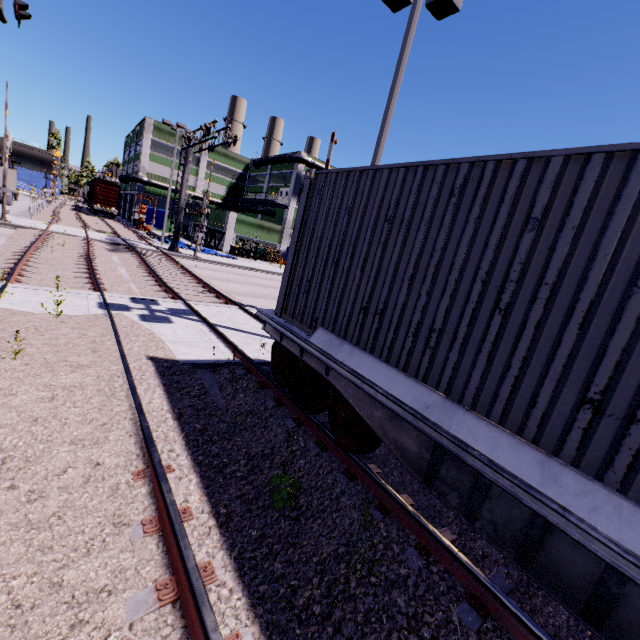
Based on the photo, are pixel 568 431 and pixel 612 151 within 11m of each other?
yes

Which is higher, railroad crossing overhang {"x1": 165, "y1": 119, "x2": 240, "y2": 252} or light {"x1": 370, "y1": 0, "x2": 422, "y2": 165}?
light {"x1": 370, "y1": 0, "x2": 422, "y2": 165}

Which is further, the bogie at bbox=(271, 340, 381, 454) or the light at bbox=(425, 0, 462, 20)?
the light at bbox=(425, 0, 462, 20)

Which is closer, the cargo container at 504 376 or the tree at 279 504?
the cargo container at 504 376

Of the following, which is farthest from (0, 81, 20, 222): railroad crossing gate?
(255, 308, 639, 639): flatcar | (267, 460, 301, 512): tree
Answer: (267, 460, 301, 512): tree

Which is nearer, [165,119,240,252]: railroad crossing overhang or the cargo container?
the cargo container

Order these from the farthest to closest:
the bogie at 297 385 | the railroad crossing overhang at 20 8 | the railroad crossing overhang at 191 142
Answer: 1. the railroad crossing overhang at 191 142
2. the railroad crossing overhang at 20 8
3. the bogie at 297 385

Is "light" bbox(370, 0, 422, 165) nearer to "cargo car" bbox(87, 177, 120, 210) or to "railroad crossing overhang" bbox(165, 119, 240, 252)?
"railroad crossing overhang" bbox(165, 119, 240, 252)
